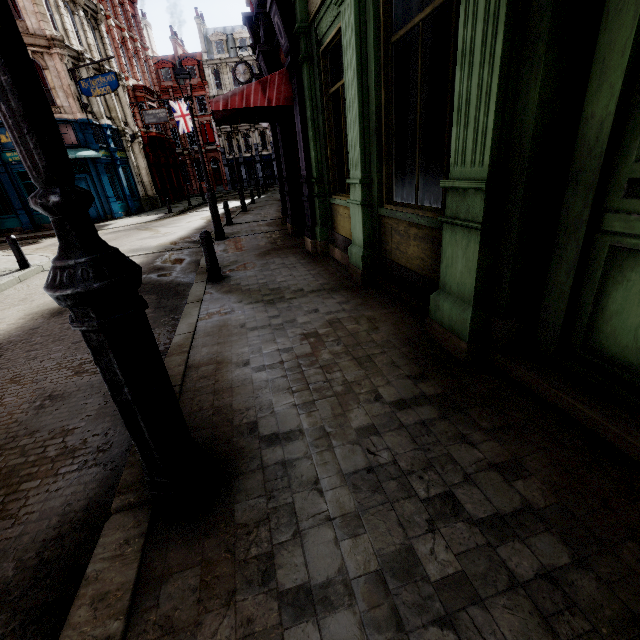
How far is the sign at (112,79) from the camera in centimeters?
1828cm

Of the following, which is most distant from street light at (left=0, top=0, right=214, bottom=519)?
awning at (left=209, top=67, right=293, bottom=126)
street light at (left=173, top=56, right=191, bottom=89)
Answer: street light at (left=173, top=56, right=191, bottom=89)

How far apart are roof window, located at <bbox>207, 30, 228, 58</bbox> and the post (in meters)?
52.77

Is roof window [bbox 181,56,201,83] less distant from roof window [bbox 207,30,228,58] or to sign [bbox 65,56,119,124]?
roof window [bbox 207,30,228,58]

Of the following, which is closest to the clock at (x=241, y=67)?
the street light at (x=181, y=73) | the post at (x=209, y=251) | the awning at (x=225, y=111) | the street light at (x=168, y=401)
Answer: the street light at (x=181, y=73)

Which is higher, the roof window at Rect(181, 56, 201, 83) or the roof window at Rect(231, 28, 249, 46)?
the roof window at Rect(231, 28, 249, 46)

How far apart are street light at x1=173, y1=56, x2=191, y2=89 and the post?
4.7 meters

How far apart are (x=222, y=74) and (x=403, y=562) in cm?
5753
